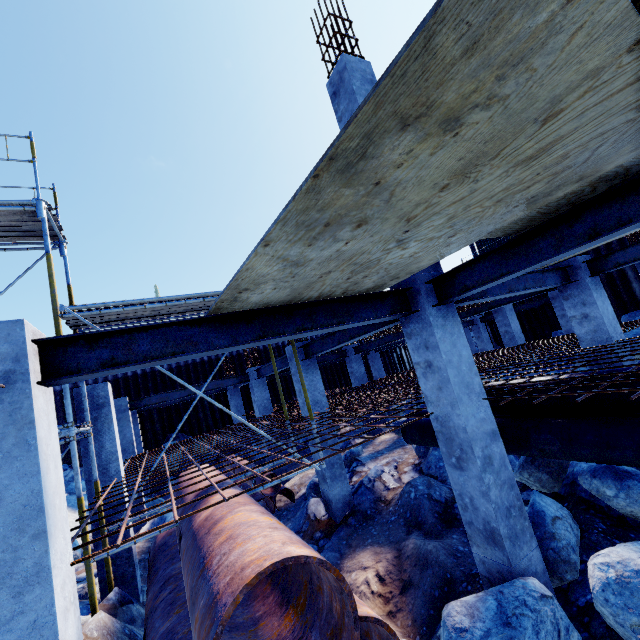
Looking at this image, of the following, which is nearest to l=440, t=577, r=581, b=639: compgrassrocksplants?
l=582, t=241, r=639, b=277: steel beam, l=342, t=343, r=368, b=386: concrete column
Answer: l=582, t=241, r=639, b=277: steel beam

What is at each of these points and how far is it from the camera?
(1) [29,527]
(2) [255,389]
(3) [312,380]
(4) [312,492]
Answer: (1) concrete column, 2.3 meters
(2) concrete column, 13.2 meters
(3) concrete column, 9.0 meters
(4) compgrassrocksplants, 9.5 meters

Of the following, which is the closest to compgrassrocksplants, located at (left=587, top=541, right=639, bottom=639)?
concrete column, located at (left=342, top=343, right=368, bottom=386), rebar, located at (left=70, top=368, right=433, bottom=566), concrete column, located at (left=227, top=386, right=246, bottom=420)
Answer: rebar, located at (left=70, top=368, right=433, bottom=566)

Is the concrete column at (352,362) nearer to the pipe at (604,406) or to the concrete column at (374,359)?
the pipe at (604,406)

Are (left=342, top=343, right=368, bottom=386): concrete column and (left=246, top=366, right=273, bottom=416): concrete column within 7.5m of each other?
yes

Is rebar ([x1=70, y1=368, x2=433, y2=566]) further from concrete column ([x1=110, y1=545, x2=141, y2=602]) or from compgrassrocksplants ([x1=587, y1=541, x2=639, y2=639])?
compgrassrocksplants ([x1=587, y1=541, x2=639, y2=639])

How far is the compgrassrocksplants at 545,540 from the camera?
4.4 meters

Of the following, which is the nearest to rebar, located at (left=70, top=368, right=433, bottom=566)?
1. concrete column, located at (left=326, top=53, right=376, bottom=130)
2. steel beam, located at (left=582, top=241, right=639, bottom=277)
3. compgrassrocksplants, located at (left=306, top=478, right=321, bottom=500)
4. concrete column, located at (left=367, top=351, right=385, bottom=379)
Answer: concrete column, located at (left=326, top=53, right=376, bottom=130)
